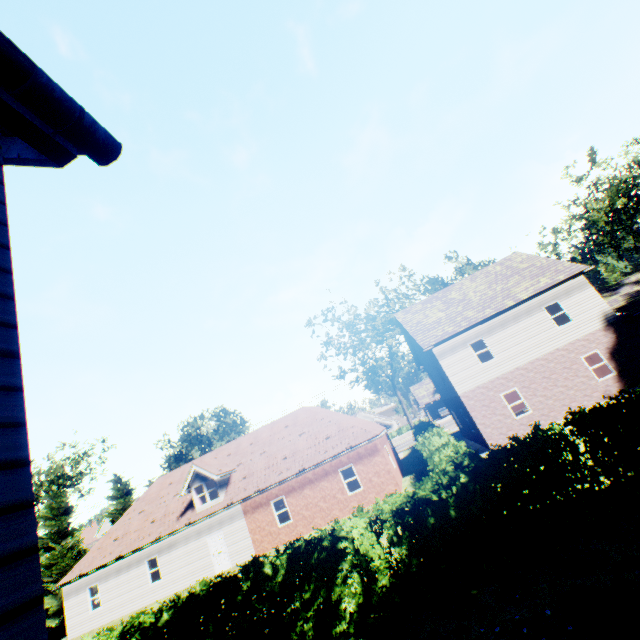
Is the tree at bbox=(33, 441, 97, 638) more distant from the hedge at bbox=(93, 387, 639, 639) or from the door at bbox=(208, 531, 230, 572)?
the door at bbox=(208, 531, 230, 572)

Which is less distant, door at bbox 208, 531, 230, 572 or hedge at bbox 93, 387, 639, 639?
hedge at bbox 93, 387, 639, 639

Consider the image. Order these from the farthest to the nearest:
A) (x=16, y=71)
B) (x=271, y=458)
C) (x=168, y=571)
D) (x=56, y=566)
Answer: (x=56, y=566)
(x=271, y=458)
(x=168, y=571)
(x=16, y=71)

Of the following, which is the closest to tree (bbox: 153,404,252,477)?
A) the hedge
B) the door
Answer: the hedge

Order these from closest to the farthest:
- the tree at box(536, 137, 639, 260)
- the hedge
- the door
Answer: the hedge, the door, the tree at box(536, 137, 639, 260)

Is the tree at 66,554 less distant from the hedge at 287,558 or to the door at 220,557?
the hedge at 287,558
